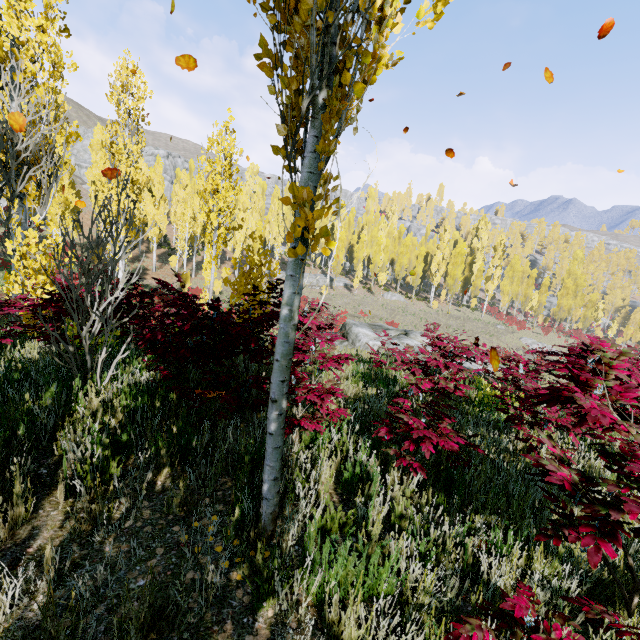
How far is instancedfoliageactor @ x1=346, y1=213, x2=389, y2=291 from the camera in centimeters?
4853cm

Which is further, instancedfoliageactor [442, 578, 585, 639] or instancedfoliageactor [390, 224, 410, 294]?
instancedfoliageactor [390, 224, 410, 294]

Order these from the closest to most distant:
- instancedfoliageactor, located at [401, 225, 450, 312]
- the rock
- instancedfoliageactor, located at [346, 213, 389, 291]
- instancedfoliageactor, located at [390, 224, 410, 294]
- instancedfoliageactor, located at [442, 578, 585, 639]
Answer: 1. instancedfoliageactor, located at [442, 578, 585, 639]
2. the rock
3. instancedfoliageactor, located at [401, 225, 450, 312]
4. instancedfoliageactor, located at [346, 213, 389, 291]
5. instancedfoliageactor, located at [390, 224, 410, 294]

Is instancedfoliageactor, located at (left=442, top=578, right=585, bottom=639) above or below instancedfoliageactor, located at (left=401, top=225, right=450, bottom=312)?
below

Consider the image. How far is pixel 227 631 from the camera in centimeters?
179cm

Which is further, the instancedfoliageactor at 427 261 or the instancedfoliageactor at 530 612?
the instancedfoliageactor at 427 261

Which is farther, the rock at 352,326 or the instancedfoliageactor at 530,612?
the rock at 352,326
